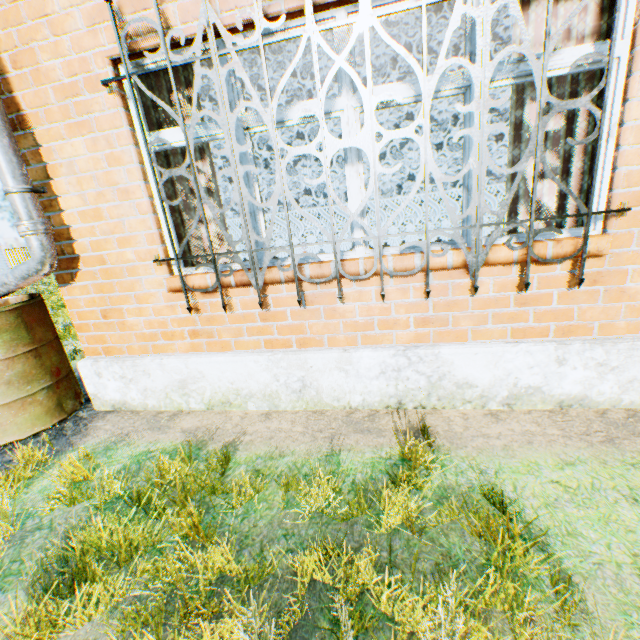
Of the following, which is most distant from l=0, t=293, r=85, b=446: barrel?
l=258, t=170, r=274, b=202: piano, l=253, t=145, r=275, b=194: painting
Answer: l=253, t=145, r=275, b=194: painting

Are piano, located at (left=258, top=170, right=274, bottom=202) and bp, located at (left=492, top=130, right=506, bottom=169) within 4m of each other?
yes

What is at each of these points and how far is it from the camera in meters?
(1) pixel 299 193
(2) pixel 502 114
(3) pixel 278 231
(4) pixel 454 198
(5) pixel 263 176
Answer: (1) cabinet, 9.0
(2) bp, 3.9
(3) piano, 5.7
(4) chair, 9.1
(5) piano, 6.0

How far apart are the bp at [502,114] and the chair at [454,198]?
4.4 meters

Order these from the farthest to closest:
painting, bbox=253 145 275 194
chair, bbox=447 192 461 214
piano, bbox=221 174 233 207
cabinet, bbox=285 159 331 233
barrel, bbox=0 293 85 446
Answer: cabinet, bbox=285 159 331 233 → painting, bbox=253 145 275 194 → chair, bbox=447 192 461 214 → piano, bbox=221 174 233 207 → barrel, bbox=0 293 85 446

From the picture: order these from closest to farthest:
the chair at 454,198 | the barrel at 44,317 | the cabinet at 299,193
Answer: the barrel at 44,317
the chair at 454,198
the cabinet at 299,193

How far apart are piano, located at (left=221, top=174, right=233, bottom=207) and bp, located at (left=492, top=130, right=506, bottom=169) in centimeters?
320cm
